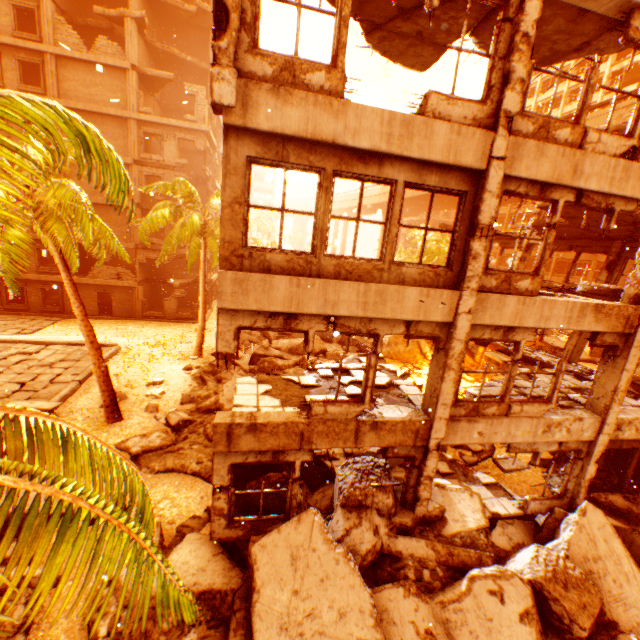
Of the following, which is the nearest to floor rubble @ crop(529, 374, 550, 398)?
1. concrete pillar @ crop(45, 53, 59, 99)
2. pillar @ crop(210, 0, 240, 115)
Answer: pillar @ crop(210, 0, 240, 115)

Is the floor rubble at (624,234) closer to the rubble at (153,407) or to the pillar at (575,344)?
the pillar at (575,344)

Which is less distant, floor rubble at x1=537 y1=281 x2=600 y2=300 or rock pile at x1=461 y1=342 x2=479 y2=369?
floor rubble at x1=537 y1=281 x2=600 y2=300

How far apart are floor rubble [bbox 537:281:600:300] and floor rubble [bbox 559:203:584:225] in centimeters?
249cm

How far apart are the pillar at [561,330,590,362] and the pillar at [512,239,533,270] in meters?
4.6

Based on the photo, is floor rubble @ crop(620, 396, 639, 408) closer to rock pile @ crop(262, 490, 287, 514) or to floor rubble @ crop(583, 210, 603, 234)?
rock pile @ crop(262, 490, 287, 514)

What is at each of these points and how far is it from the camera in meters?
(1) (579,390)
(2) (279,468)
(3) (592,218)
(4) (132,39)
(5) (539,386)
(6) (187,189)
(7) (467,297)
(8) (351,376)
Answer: (1) floor rubble, 10.5 m
(2) rock pile, 9.9 m
(3) floor rubble, 11.7 m
(4) concrete pillar, 22.3 m
(5) floor rubble, 10.4 m
(6) rubble, 18.9 m
(7) pillar, 6.7 m
(8) floor rubble, 9.5 m

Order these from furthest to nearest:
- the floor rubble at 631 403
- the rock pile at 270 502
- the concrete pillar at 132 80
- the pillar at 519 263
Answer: the concrete pillar at 132 80
the pillar at 519 263
the floor rubble at 631 403
the rock pile at 270 502
